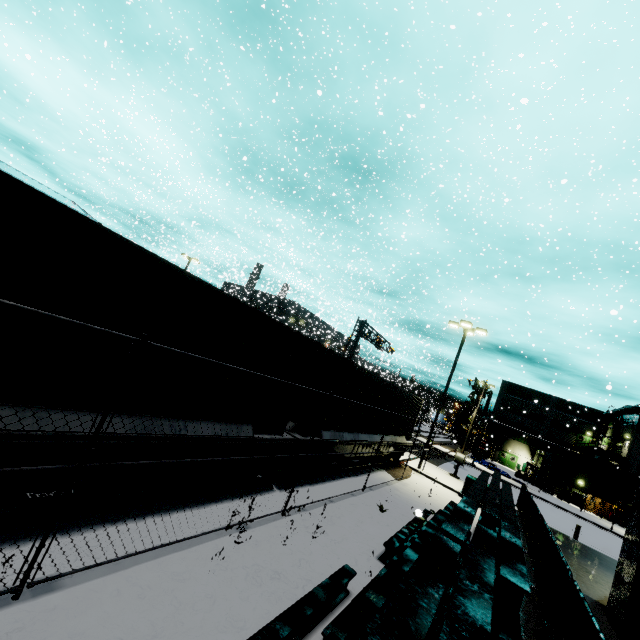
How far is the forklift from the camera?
38.8 meters

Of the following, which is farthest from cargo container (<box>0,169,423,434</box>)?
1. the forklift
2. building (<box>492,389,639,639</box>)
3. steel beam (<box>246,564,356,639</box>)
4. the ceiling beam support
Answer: the ceiling beam support

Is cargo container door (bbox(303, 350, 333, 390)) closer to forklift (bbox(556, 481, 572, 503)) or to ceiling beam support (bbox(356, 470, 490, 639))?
ceiling beam support (bbox(356, 470, 490, 639))

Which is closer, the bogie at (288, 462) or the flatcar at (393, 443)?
the bogie at (288, 462)

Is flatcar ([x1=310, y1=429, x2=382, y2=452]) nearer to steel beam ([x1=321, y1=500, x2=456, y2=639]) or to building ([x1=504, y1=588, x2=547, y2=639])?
building ([x1=504, y1=588, x2=547, y2=639])

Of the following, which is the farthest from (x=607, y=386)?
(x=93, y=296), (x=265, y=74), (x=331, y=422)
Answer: (x=265, y=74)

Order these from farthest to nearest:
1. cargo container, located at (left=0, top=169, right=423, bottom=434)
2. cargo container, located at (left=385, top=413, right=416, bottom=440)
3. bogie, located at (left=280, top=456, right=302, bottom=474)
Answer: cargo container, located at (left=385, top=413, right=416, bottom=440)
bogie, located at (left=280, top=456, right=302, bottom=474)
cargo container, located at (left=0, top=169, right=423, bottom=434)

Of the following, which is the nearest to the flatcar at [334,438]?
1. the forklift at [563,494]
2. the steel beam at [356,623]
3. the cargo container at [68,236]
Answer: the cargo container at [68,236]
